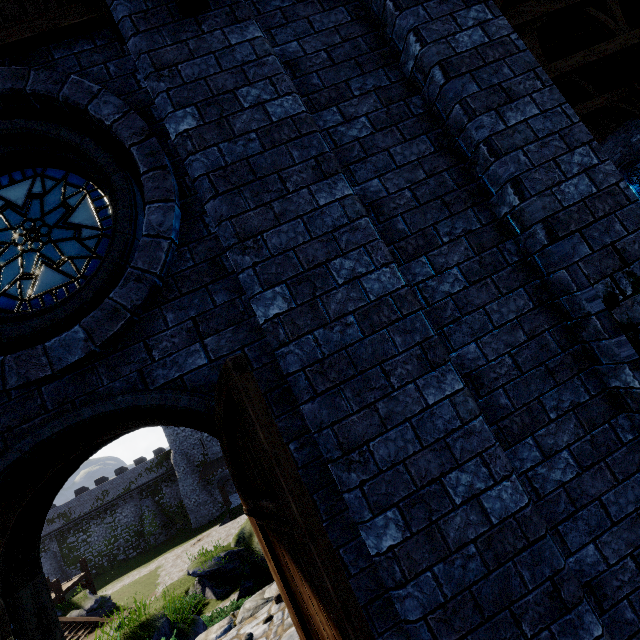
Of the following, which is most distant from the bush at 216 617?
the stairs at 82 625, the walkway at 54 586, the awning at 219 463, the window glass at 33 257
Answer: the awning at 219 463

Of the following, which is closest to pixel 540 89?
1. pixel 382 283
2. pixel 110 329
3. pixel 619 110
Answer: pixel 382 283

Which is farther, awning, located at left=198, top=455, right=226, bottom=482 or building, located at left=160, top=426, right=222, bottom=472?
building, located at left=160, top=426, right=222, bottom=472

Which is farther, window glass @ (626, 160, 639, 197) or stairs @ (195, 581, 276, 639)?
window glass @ (626, 160, 639, 197)

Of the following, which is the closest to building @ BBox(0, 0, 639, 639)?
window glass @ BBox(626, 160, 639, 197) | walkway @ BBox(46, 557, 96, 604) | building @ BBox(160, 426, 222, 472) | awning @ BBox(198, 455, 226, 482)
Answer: window glass @ BBox(626, 160, 639, 197)

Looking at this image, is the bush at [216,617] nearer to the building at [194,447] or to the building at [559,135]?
the building at [559,135]

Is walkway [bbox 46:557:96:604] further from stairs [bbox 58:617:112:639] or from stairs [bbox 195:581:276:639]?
stairs [bbox 195:581:276:639]

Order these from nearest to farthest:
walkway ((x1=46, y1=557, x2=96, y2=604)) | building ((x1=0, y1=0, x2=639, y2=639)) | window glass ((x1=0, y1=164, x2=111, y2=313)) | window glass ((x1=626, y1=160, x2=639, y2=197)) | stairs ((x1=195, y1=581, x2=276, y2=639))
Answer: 1. building ((x1=0, y1=0, x2=639, y2=639))
2. window glass ((x1=0, y1=164, x2=111, y2=313))
3. stairs ((x1=195, y1=581, x2=276, y2=639))
4. window glass ((x1=626, y1=160, x2=639, y2=197))
5. walkway ((x1=46, y1=557, x2=96, y2=604))
